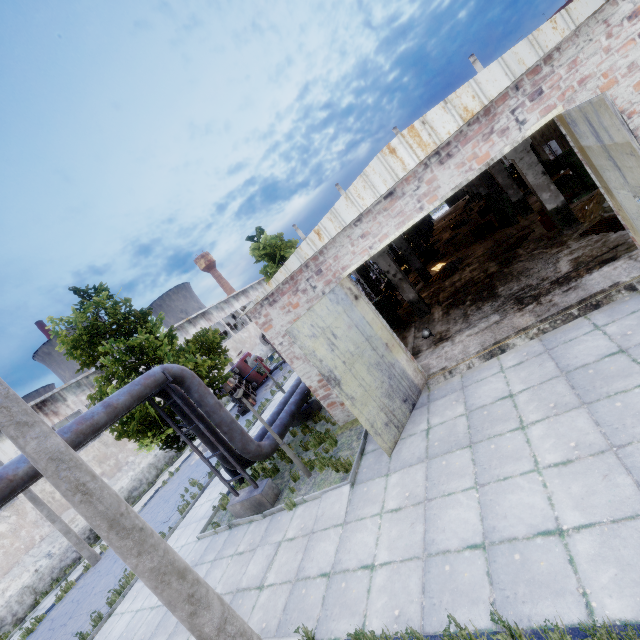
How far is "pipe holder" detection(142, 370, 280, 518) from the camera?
9.4m

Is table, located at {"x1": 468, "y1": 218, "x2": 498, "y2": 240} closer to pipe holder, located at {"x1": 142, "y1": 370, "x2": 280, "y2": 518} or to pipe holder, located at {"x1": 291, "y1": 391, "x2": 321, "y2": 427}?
pipe holder, located at {"x1": 291, "y1": 391, "x2": 321, "y2": 427}

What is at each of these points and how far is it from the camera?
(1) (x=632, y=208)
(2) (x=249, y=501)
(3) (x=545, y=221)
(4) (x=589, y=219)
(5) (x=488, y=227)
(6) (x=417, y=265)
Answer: (1) door, 5.7 meters
(2) pipe holder, 9.7 meters
(3) gas tank, 12.5 meters
(4) concrete debris, 11.1 meters
(5) table, 18.8 meters
(6) column beam, 19.3 meters

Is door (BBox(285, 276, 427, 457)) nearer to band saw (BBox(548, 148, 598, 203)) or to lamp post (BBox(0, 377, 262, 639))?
lamp post (BBox(0, 377, 262, 639))

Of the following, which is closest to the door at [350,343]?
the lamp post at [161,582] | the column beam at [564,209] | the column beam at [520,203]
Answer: the lamp post at [161,582]

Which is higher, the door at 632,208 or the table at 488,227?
the door at 632,208

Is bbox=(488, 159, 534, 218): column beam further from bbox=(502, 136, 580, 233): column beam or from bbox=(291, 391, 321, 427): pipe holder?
bbox=(291, 391, 321, 427): pipe holder

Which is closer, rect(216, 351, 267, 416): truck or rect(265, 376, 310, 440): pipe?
rect(265, 376, 310, 440): pipe
